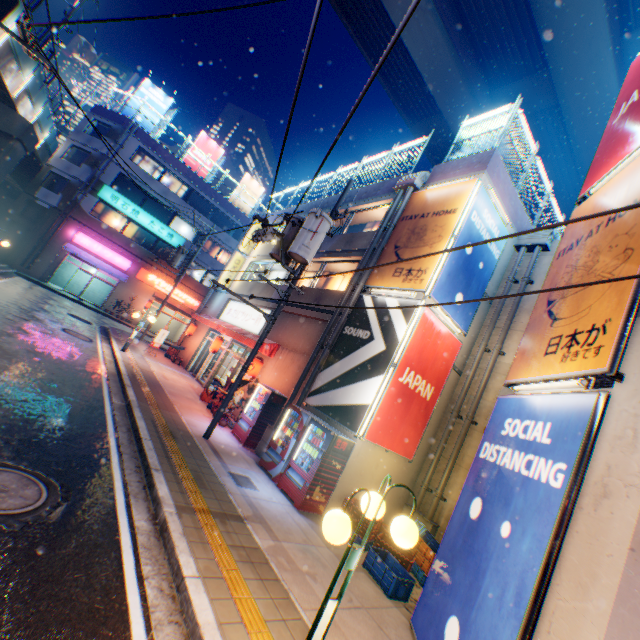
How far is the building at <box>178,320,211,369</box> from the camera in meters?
20.9

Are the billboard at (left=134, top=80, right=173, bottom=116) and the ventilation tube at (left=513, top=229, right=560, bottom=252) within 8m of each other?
no

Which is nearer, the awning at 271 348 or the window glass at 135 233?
the awning at 271 348

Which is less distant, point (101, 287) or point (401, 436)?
point (401, 436)

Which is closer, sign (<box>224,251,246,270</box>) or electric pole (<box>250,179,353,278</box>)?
electric pole (<box>250,179,353,278</box>)

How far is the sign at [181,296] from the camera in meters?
32.3 m

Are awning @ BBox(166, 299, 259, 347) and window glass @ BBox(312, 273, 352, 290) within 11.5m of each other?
yes

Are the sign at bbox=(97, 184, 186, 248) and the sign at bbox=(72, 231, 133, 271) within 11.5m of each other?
yes
